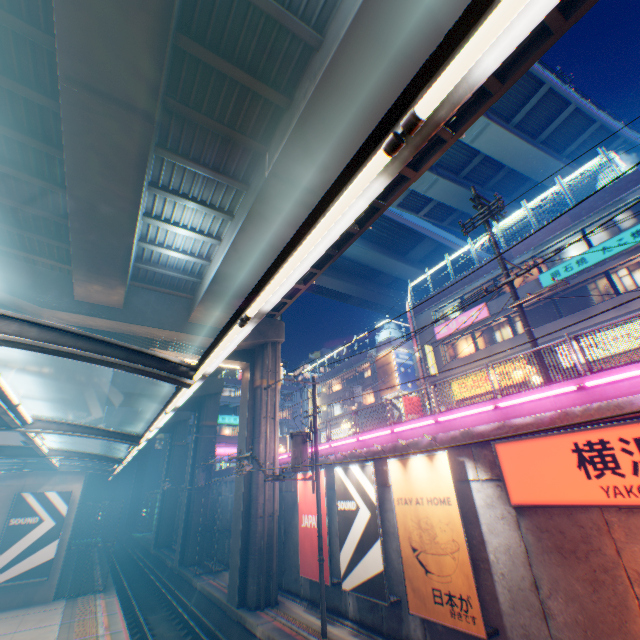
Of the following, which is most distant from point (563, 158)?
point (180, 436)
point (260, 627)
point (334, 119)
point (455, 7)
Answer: point (180, 436)

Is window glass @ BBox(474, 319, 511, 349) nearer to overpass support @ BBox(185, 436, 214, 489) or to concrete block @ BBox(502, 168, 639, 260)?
concrete block @ BBox(502, 168, 639, 260)

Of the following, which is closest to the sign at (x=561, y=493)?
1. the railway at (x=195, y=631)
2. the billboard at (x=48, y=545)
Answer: the railway at (x=195, y=631)

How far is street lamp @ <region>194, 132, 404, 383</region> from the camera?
1.7 meters

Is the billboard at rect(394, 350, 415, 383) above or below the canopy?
above

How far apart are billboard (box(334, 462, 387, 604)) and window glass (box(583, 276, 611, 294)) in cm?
1526

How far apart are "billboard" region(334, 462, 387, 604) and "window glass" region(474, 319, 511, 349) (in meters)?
14.09

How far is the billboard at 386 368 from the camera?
32.2 meters
